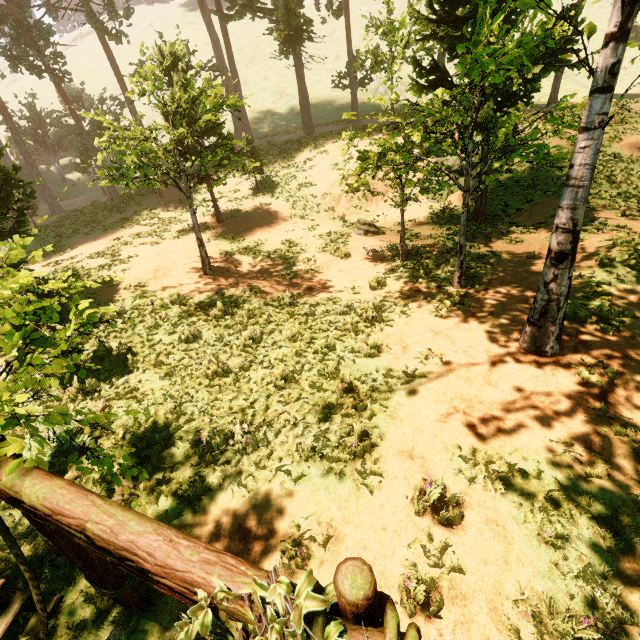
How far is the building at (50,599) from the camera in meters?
4.3

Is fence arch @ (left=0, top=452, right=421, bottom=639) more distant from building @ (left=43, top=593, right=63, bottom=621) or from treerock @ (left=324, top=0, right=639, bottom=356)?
treerock @ (left=324, top=0, right=639, bottom=356)

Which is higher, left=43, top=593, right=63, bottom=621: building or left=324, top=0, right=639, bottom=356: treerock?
left=324, top=0, right=639, bottom=356: treerock

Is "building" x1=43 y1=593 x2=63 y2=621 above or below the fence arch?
A: below

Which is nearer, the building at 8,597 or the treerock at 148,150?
the treerock at 148,150

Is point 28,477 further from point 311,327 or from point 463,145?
point 463,145

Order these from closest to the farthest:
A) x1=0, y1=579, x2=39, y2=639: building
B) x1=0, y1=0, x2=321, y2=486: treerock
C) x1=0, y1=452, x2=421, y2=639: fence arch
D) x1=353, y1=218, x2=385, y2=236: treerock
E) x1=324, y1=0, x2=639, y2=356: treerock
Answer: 1. x1=0, y1=452, x2=421, y2=639: fence arch
2. x1=0, y1=0, x2=321, y2=486: treerock
3. x1=0, y1=579, x2=39, y2=639: building
4. x1=324, y1=0, x2=639, y2=356: treerock
5. x1=353, y1=218, x2=385, y2=236: treerock
